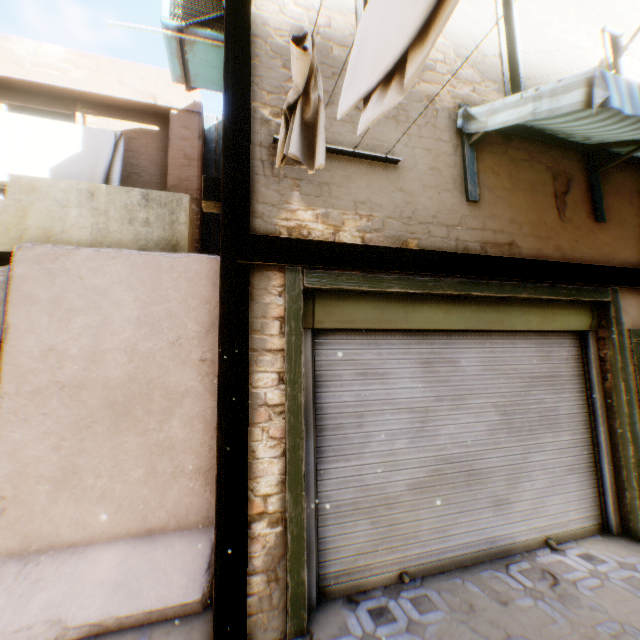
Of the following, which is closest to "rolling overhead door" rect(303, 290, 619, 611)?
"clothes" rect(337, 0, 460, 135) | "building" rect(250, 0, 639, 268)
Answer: "building" rect(250, 0, 639, 268)

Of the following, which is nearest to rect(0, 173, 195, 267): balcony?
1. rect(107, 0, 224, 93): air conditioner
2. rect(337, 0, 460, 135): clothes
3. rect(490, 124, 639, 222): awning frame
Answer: rect(337, 0, 460, 135): clothes

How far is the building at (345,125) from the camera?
3.3m

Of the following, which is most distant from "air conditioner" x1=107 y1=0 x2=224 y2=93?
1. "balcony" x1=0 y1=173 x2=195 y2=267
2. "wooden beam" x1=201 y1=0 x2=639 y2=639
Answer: "balcony" x1=0 y1=173 x2=195 y2=267

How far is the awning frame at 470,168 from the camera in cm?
363

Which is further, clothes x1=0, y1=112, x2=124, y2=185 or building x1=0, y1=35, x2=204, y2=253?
building x1=0, y1=35, x2=204, y2=253

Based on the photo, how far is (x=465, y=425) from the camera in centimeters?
363cm

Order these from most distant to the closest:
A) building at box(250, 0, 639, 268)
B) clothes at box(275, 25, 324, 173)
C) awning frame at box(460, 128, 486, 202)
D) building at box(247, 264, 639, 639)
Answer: awning frame at box(460, 128, 486, 202) < building at box(250, 0, 639, 268) < building at box(247, 264, 639, 639) < clothes at box(275, 25, 324, 173)
